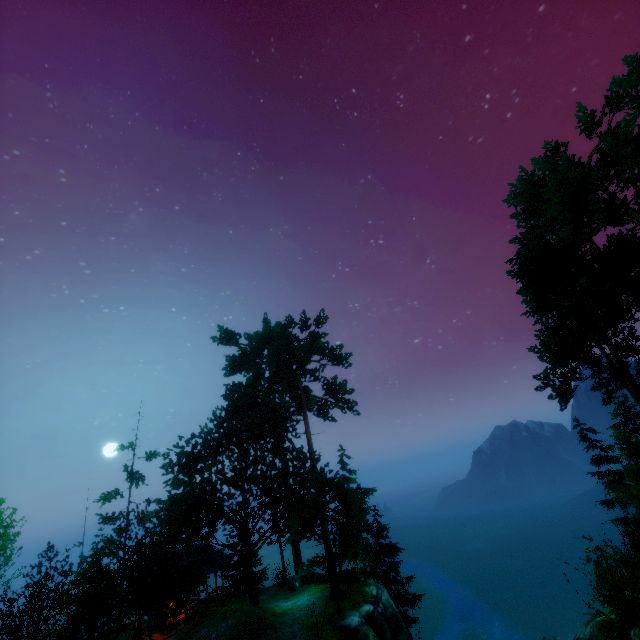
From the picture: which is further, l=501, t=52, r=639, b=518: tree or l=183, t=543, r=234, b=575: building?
l=183, t=543, r=234, b=575: building

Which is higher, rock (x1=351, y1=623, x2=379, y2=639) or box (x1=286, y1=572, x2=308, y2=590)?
box (x1=286, y1=572, x2=308, y2=590)

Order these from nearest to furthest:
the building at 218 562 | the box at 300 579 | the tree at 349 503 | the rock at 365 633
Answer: the tree at 349 503
the rock at 365 633
the building at 218 562
the box at 300 579

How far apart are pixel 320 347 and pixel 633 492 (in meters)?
19.94

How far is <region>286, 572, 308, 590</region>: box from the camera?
24.78m

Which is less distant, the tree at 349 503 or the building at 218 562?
the tree at 349 503

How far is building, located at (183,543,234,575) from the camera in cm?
2220

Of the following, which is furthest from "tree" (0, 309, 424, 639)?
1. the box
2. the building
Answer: the box
